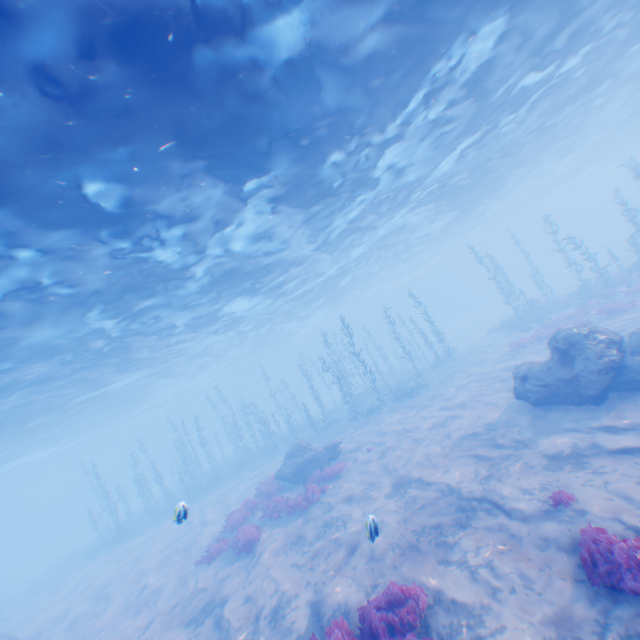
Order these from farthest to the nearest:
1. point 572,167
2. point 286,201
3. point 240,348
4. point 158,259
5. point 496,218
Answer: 1. point 496,218
2. point 240,348
3. point 572,167
4. point 286,201
5. point 158,259

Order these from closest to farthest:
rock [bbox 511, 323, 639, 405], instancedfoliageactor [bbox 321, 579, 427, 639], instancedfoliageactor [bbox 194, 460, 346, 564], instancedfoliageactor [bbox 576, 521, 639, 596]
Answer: instancedfoliageactor [bbox 576, 521, 639, 596] < instancedfoliageactor [bbox 321, 579, 427, 639] < rock [bbox 511, 323, 639, 405] < instancedfoliageactor [bbox 194, 460, 346, 564]

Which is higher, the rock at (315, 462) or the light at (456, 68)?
the light at (456, 68)

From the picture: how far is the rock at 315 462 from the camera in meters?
17.9 m

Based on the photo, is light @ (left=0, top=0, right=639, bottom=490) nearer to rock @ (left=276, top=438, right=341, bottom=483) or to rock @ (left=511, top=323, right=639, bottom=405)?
rock @ (left=511, top=323, right=639, bottom=405)

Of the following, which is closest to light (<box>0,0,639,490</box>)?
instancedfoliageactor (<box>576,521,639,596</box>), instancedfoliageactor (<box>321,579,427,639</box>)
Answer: instancedfoliageactor (<box>321,579,427,639</box>)

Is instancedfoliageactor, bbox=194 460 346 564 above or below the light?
below
